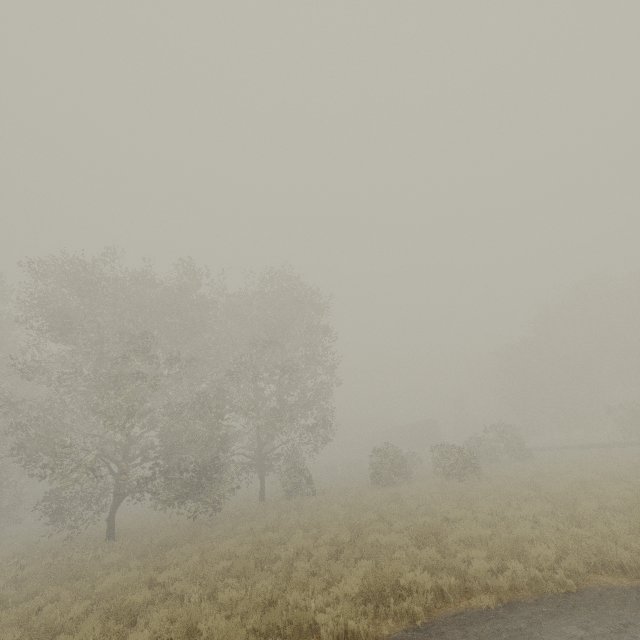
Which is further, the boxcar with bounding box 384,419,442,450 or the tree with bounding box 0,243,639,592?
the boxcar with bounding box 384,419,442,450

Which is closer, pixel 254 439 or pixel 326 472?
pixel 254 439

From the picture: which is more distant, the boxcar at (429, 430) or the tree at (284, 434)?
the boxcar at (429, 430)

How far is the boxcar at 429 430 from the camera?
47.6m

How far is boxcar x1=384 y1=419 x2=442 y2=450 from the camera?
47.6 meters
